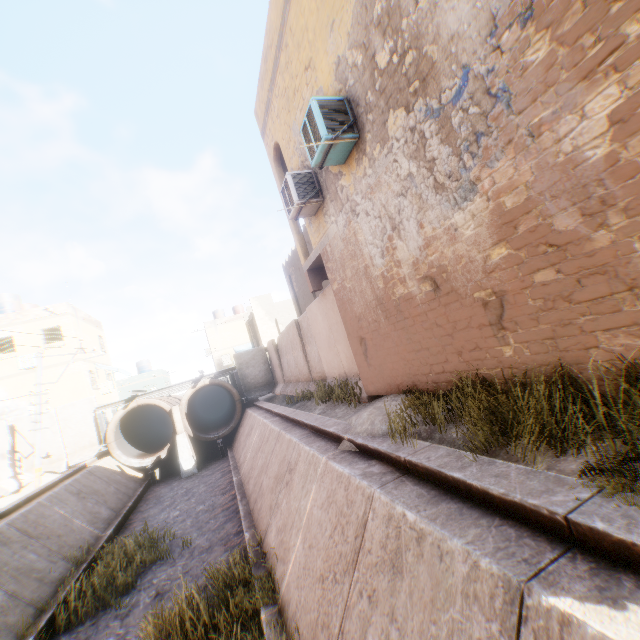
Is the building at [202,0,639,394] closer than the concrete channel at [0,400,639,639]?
No

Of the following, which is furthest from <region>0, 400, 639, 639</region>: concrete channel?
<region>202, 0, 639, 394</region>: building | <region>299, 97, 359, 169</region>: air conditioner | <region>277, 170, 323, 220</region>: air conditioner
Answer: <region>277, 170, 323, 220</region>: air conditioner

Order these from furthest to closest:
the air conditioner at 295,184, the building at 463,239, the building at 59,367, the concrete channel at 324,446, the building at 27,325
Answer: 1. the building at 59,367
2. the building at 27,325
3. the air conditioner at 295,184
4. the building at 463,239
5. the concrete channel at 324,446

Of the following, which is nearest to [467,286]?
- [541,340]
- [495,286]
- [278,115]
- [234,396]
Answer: [495,286]

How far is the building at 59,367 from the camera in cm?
2030

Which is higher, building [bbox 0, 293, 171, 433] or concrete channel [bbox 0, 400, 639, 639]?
building [bbox 0, 293, 171, 433]

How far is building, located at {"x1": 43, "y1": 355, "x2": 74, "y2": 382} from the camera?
20.3 meters

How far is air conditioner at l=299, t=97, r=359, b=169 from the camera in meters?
5.6 m
